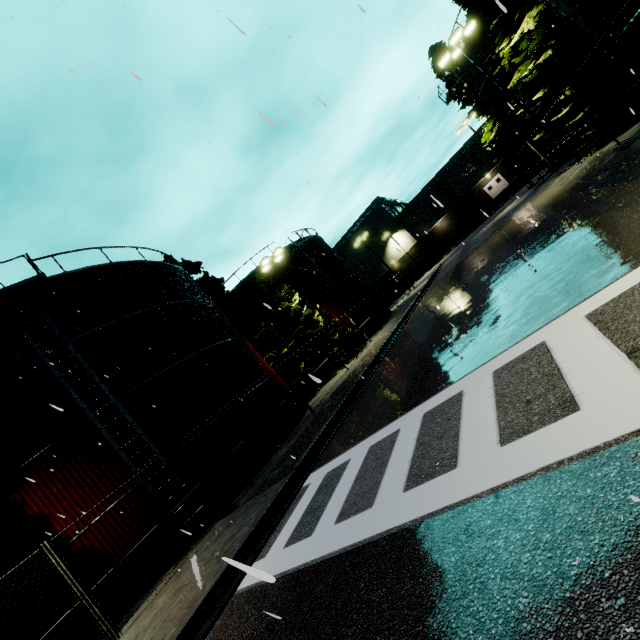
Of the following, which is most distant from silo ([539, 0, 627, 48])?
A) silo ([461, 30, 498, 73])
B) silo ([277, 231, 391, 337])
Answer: silo ([277, 231, 391, 337])

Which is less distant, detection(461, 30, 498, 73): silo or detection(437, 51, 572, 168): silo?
detection(461, 30, 498, 73): silo

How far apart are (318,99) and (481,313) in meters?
6.8

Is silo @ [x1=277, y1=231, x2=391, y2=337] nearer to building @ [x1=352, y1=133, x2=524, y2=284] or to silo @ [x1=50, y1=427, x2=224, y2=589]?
silo @ [x1=50, y1=427, x2=224, y2=589]

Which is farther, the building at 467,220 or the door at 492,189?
the door at 492,189

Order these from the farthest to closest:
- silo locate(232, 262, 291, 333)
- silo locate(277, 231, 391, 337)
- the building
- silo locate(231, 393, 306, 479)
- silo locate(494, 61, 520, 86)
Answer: the building → silo locate(277, 231, 391, 337) → silo locate(232, 262, 291, 333) → silo locate(494, 61, 520, 86) → silo locate(231, 393, 306, 479)

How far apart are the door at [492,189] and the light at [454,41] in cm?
4014

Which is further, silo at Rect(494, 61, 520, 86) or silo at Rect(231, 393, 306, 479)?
silo at Rect(494, 61, 520, 86)
